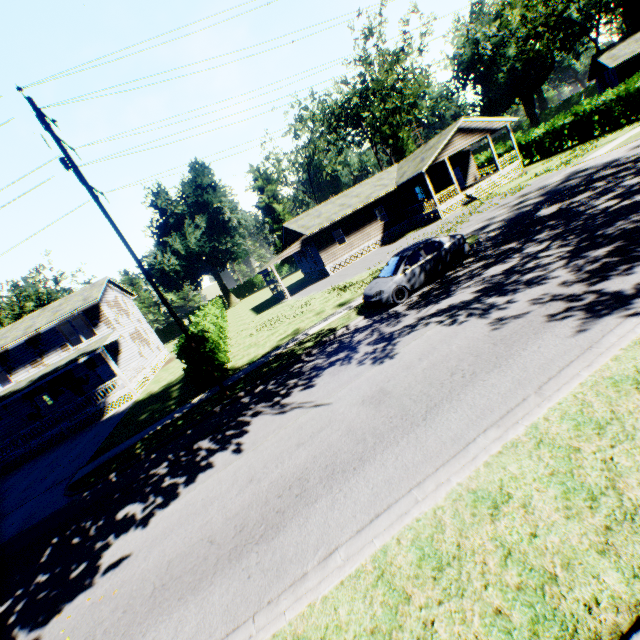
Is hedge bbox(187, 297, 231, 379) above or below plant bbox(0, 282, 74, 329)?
below

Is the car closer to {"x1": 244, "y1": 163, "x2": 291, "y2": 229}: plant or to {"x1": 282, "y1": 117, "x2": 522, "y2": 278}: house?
{"x1": 282, "y1": 117, "x2": 522, "y2": 278}: house

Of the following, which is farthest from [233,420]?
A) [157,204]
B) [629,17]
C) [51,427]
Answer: [629,17]

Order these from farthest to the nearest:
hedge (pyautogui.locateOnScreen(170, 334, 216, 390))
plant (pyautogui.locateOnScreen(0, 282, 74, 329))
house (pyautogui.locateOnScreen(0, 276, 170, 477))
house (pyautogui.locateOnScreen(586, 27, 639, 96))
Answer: plant (pyautogui.locateOnScreen(0, 282, 74, 329)), house (pyautogui.locateOnScreen(586, 27, 639, 96)), house (pyautogui.locateOnScreen(0, 276, 170, 477)), hedge (pyautogui.locateOnScreen(170, 334, 216, 390))

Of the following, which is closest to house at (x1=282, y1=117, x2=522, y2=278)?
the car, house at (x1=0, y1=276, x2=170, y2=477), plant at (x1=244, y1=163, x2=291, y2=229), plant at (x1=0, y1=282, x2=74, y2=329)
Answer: the car

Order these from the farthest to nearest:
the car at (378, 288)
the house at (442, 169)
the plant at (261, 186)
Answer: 1. the plant at (261, 186)
2. the house at (442, 169)
3. the car at (378, 288)

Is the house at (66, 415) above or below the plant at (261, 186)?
below

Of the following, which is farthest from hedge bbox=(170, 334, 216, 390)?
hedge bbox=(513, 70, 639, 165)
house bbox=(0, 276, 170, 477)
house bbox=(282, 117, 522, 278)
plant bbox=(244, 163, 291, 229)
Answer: plant bbox=(244, 163, 291, 229)
